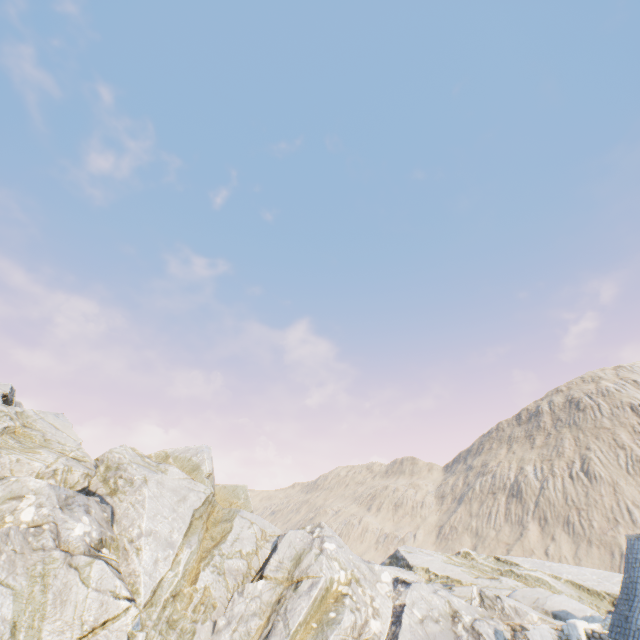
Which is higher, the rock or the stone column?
the rock

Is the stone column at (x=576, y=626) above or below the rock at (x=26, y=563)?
below

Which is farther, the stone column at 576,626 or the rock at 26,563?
the stone column at 576,626

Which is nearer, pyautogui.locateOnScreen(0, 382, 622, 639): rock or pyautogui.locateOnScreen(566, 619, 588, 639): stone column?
pyautogui.locateOnScreen(0, 382, 622, 639): rock

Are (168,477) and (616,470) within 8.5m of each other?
no
